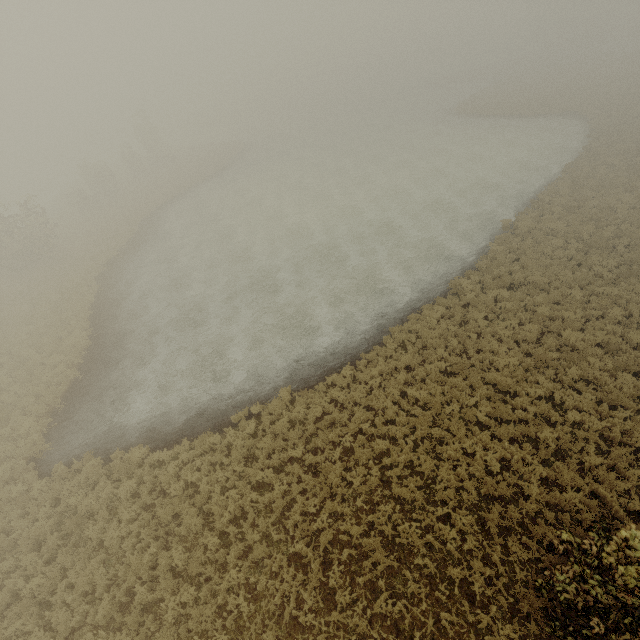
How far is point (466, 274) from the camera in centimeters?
1756cm
